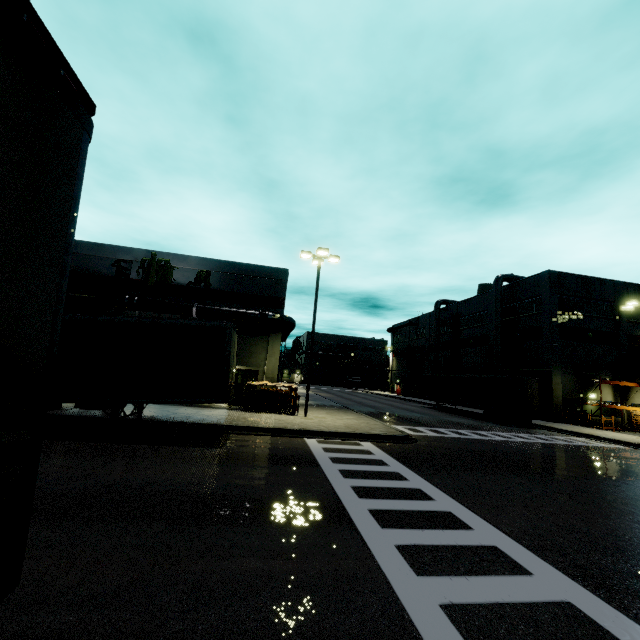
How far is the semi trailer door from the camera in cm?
2503

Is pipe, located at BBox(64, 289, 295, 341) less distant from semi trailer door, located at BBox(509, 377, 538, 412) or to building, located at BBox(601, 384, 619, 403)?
building, located at BBox(601, 384, 619, 403)

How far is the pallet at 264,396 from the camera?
18.83m

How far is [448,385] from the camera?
34.41m

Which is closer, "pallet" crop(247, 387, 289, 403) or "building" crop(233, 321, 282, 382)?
"pallet" crop(247, 387, 289, 403)

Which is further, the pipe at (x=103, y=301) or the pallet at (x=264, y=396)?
the pipe at (x=103, y=301)

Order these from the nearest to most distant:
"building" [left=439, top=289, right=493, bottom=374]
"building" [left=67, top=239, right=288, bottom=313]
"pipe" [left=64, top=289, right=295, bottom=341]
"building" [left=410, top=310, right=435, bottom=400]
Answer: "pipe" [left=64, top=289, right=295, bottom=341] < "building" [left=67, top=239, right=288, bottom=313] < "building" [left=439, top=289, right=493, bottom=374] < "building" [left=410, top=310, right=435, bottom=400]

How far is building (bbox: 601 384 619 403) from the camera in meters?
31.5 m
